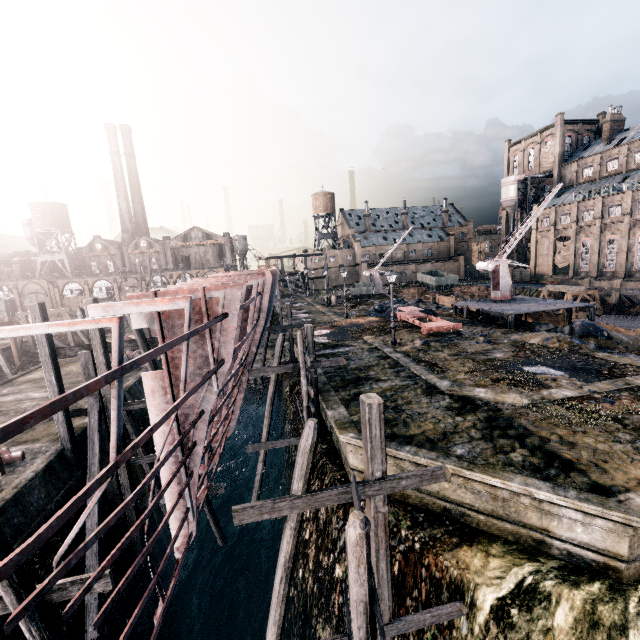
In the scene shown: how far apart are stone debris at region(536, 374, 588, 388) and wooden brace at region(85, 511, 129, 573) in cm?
2013

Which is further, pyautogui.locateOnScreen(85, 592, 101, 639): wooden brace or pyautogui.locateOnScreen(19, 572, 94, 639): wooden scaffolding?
pyautogui.locateOnScreen(85, 592, 101, 639): wooden brace

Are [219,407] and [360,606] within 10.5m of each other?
yes

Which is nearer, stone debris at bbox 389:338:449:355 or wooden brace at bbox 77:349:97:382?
wooden brace at bbox 77:349:97:382

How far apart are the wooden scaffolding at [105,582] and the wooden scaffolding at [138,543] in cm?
830

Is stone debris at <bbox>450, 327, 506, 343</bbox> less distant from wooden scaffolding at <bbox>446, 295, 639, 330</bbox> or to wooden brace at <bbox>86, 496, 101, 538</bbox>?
wooden scaffolding at <bbox>446, 295, 639, 330</bbox>
